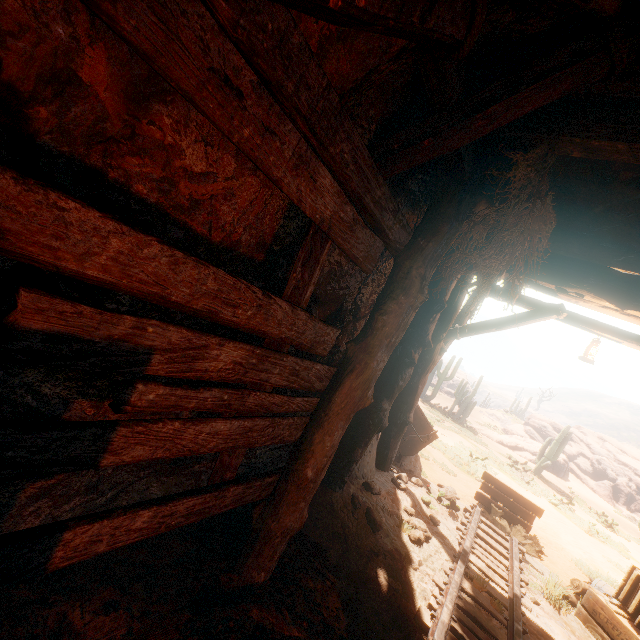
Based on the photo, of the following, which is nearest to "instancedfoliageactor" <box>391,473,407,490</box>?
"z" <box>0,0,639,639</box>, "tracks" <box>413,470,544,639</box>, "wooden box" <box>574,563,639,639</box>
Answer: "z" <box>0,0,639,639</box>

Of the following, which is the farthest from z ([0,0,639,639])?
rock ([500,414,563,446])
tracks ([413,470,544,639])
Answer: rock ([500,414,563,446])

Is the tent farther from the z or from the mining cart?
the mining cart

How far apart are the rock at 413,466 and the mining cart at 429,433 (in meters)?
0.02

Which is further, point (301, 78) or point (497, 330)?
point (497, 330)

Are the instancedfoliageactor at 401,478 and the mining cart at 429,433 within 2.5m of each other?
yes

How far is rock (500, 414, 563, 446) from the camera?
28.9m

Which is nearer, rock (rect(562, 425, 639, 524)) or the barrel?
the barrel
